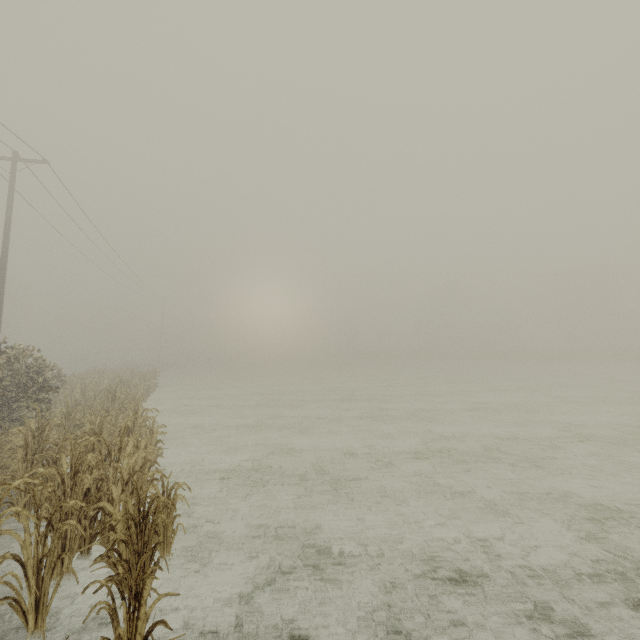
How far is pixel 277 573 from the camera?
4.5m
